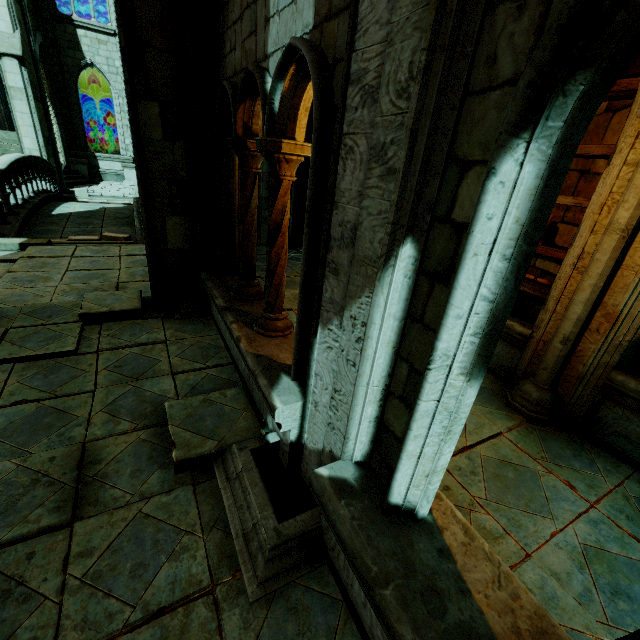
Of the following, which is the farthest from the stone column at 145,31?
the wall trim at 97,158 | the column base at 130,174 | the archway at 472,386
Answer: the wall trim at 97,158

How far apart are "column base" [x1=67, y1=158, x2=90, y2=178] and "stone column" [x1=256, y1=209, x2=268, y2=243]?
9.5m

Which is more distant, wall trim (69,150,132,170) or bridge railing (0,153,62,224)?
wall trim (69,150,132,170)

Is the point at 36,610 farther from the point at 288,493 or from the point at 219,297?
the point at 219,297

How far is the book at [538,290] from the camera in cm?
407

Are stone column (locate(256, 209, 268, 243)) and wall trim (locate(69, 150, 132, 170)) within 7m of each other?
no

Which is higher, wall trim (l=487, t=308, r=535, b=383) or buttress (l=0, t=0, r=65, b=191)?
buttress (l=0, t=0, r=65, b=191)

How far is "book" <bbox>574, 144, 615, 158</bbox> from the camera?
3.4 meters
